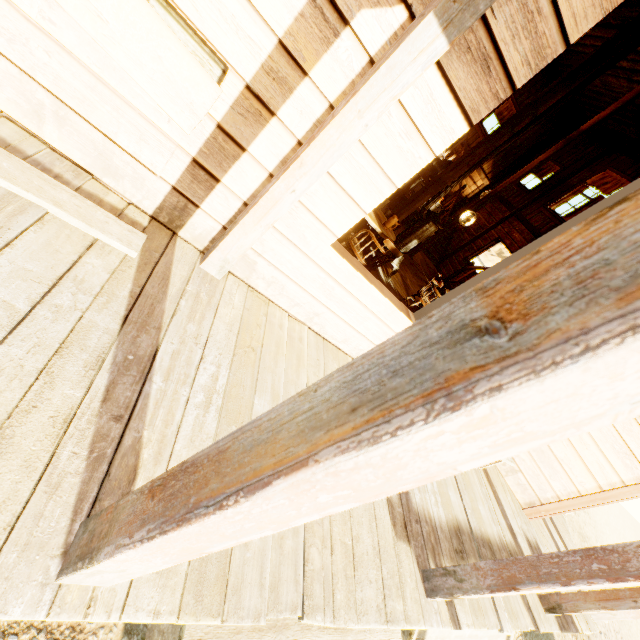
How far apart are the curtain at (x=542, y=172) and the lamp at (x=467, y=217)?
4.8 meters

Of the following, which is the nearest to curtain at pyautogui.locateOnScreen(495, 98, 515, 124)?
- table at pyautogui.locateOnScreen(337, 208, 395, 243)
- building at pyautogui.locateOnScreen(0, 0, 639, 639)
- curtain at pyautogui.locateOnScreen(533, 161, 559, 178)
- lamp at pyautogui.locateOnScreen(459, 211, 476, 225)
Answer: building at pyautogui.locateOnScreen(0, 0, 639, 639)

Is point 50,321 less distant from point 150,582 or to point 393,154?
point 150,582

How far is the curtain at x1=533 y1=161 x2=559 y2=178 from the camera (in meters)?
10.77

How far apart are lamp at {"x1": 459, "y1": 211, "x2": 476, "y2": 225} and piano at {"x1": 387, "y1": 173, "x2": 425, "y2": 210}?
2.97m

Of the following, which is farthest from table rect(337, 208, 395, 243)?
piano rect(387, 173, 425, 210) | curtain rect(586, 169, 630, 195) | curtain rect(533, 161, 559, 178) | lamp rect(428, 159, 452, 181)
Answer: curtain rect(533, 161, 559, 178)

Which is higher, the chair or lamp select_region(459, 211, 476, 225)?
lamp select_region(459, 211, 476, 225)

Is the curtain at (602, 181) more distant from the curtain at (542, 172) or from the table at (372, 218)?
the table at (372, 218)
